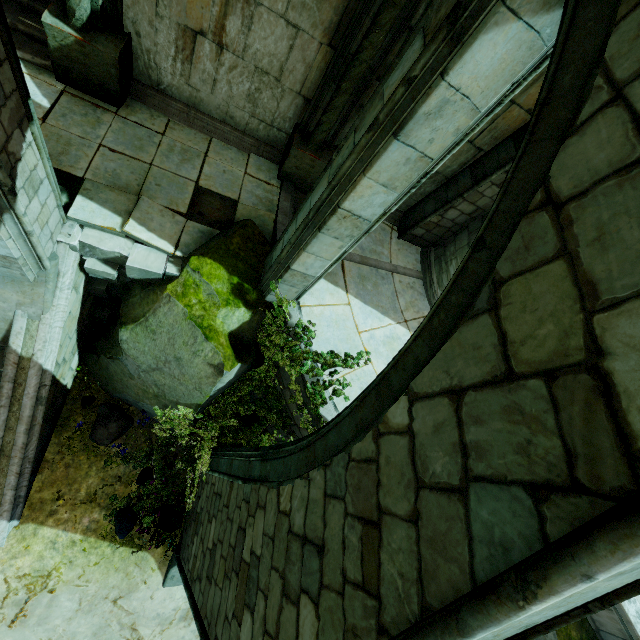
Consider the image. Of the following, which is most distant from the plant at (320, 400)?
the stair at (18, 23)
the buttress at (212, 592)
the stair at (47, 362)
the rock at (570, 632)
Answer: the stair at (18, 23)

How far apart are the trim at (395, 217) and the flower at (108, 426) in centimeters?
666cm

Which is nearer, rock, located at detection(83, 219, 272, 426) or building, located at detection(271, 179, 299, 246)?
rock, located at detection(83, 219, 272, 426)

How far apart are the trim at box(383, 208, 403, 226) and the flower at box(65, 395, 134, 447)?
6.7 meters

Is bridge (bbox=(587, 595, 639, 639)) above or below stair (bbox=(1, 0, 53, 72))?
below

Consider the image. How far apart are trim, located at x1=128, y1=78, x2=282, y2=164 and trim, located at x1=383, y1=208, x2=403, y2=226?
0.97m

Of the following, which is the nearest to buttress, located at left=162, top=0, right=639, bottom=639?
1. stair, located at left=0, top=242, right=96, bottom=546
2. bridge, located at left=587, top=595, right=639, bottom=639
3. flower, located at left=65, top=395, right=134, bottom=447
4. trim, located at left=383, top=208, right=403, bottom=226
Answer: flower, located at left=65, top=395, right=134, bottom=447

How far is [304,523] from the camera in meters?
2.4
